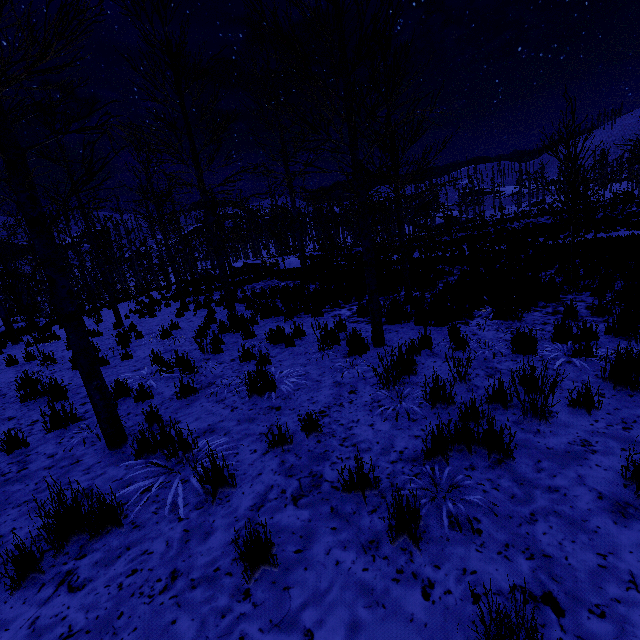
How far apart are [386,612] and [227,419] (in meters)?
2.74

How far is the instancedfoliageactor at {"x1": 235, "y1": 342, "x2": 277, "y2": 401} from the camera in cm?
441

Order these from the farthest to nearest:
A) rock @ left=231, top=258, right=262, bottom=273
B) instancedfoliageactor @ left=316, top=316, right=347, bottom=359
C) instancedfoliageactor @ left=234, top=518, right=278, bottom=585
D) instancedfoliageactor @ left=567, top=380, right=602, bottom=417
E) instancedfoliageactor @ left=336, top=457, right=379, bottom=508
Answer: rock @ left=231, top=258, right=262, bottom=273
instancedfoliageactor @ left=316, top=316, right=347, bottom=359
instancedfoliageactor @ left=567, top=380, right=602, bottom=417
instancedfoliageactor @ left=336, top=457, right=379, bottom=508
instancedfoliageactor @ left=234, top=518, right=278, bottom=585

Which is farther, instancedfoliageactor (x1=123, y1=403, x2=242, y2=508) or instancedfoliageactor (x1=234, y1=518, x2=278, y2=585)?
instancedfoliageactor (x1=123, y1=403, x2=242, y2=508)

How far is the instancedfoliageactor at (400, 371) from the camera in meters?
4.0 m
